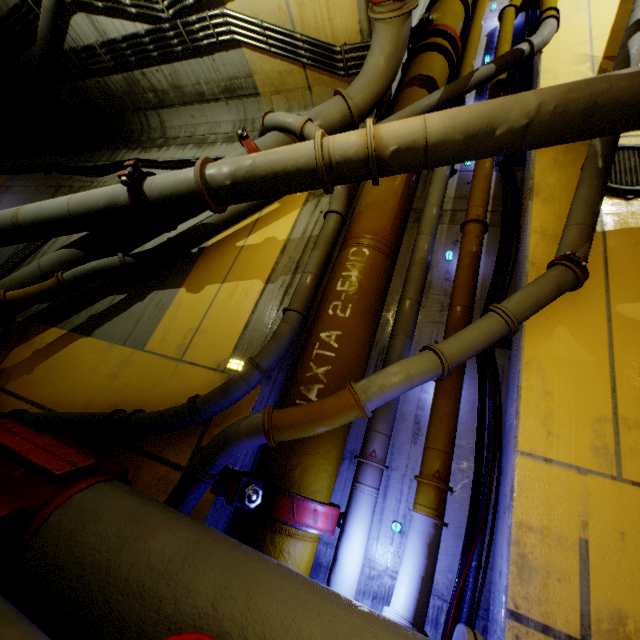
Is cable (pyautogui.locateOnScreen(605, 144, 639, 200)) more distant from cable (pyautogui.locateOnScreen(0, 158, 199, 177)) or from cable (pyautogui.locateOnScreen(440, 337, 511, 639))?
cable (pyautogui.locateOnScreen(0, 158, 199, 177))

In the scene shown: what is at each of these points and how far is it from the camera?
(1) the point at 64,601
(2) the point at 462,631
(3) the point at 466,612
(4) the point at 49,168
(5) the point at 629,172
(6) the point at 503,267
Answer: (1) pipe, 1.7 meters
(2) pipe, 1.5 meters
(3) cable, 2.5 meters
(4) cable, 8.0 meters
(5) cable, 3.6 meters
(6) cable, 3.9 meters

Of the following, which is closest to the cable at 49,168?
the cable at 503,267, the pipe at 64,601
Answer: the pipe at 64,601

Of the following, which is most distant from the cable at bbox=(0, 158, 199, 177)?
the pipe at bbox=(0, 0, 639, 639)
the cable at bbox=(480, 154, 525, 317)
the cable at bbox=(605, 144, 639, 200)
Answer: the cable at bbox=(605, 144, 639, 200)

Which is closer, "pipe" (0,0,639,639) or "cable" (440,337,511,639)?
"pipe" (0,0,639,639)

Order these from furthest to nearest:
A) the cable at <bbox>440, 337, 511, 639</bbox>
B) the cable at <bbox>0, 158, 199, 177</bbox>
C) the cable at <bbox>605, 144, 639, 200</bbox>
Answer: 1. the cable at <bbox>0, 158, 199, 177</bbox>
2. the cable at <bbox>605, 144, 639, 200</bbox>
3. the cable at <bbox>440, 337, 511, 639</bbox>

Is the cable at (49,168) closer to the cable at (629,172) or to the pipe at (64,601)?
the pipe at (64,601)
